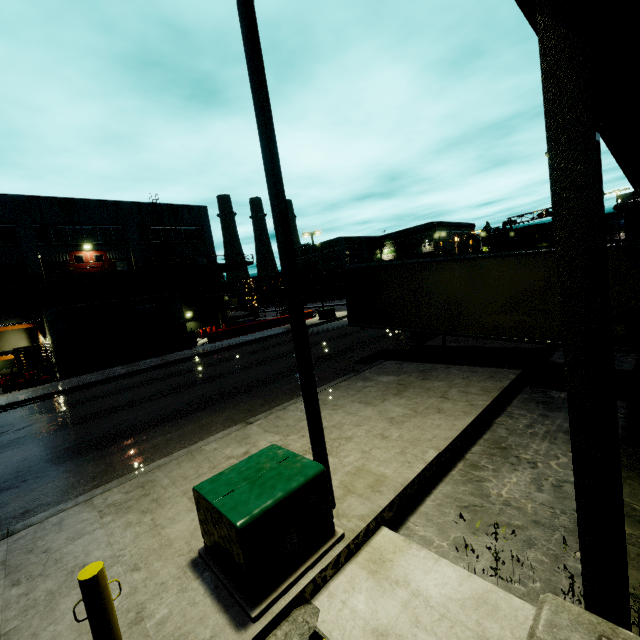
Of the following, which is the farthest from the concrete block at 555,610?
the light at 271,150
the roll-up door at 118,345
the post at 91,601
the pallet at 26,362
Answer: the pallet at 26,362

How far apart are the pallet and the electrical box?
25.4 meters

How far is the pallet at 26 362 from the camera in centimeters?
2194cm

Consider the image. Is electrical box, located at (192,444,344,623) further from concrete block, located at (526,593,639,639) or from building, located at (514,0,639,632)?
building, located at (514,0,639,632)

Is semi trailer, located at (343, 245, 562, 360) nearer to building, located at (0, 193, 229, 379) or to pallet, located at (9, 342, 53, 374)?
building, located at (0, 193, 229, 379)

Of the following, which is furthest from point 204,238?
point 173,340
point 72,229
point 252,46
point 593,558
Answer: point 593,558

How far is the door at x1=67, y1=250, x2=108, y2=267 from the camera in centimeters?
2898cm

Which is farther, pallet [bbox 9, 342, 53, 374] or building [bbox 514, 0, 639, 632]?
pallet [bbox 9, 342, 53, 374]
